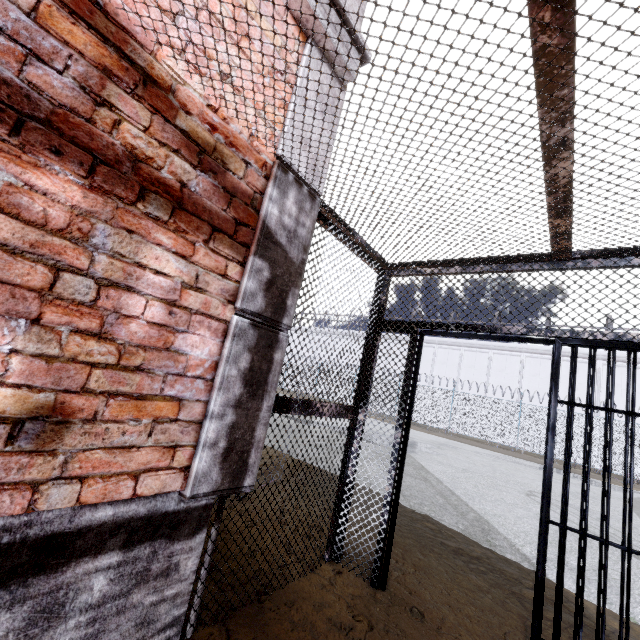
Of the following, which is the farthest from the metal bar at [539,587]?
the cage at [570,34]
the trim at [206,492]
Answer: the trim at [206,492]

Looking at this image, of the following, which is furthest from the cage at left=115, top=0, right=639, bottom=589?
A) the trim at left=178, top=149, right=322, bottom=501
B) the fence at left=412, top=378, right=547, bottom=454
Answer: the fence at left=412, top=378, right=547, bottom=454

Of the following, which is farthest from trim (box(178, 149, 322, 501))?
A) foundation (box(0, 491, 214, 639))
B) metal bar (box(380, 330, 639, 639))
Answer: metal bar (box(380, 330, 639, 639))

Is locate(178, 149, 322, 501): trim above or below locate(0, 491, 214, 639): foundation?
above

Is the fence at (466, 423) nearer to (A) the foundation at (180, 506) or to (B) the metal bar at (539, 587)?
(A) the foundation at (180, 506)

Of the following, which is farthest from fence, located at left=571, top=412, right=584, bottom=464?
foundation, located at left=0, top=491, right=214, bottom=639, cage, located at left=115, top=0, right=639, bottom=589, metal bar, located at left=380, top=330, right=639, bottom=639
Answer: metal bar, located at left=380, top=330, right=639, bottom=639

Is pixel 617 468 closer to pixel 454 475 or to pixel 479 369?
pixel 479 369

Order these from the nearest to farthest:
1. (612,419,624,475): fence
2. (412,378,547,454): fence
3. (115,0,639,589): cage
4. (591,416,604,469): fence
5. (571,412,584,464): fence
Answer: (115,0,639,589): cage → (612,419,624,475): fence → (591,416,604,469): fence → (571,412,584,464): fence → (412,378,547,454): fence
